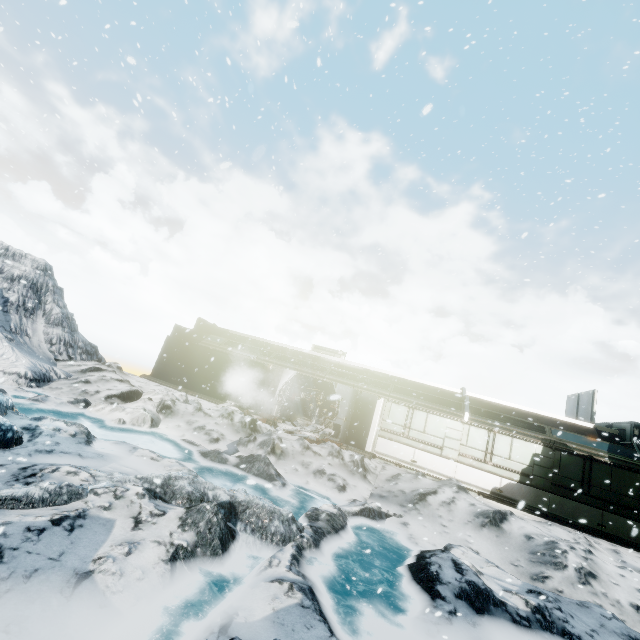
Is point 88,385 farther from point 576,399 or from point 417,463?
point 576,399
